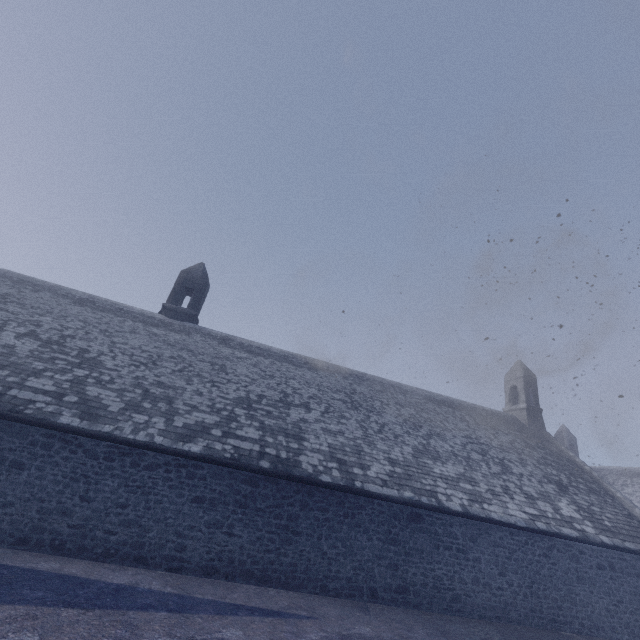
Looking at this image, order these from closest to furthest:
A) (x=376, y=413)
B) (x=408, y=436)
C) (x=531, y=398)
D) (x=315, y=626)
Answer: (x=315, y=626)
(x=408, y=436)
(x=376, y=413)
(x=531, y=398)
